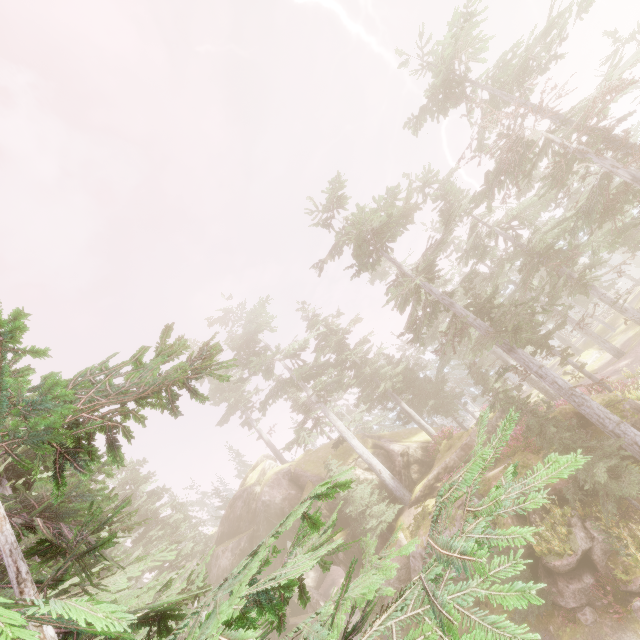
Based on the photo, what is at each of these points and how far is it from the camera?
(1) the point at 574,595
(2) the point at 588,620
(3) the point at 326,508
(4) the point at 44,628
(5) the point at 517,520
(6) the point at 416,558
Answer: (1) rock, 12.28m
(2) instancedfoliageactor, 11.73m
(3) rock, 26.84m
(4) instancedfoliageactor, 2.47m
(5) rock, 14.97m
(6) rock, 19.25m

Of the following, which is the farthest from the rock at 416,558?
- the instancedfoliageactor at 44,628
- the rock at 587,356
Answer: the rock at 587,356

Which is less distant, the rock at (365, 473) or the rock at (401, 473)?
the rock at (401, 473)

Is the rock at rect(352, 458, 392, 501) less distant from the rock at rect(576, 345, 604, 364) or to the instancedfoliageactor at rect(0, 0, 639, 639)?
the instancedfoliageactor at rect(0, 0, 639, 639)

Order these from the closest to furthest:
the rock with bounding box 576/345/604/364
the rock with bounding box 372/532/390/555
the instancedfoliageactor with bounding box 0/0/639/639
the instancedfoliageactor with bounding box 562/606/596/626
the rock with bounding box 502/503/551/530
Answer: the instancedfoliageactor with bounding box 0/0/639/639, the instancedfoliageactor with bounding box 562/606/596/626, the rock with bounding box 502/503/551/530, the rock with bounding box 372/532/390/555, the rock with bounding box 576/345/604/364

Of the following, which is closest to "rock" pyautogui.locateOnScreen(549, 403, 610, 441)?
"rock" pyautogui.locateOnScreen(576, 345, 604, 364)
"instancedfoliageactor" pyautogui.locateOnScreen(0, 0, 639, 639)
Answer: "instancedfoliageactor" pyautogui.locateOnScreen(0, 0, 639, 639)

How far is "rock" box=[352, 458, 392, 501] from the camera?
25.8m
